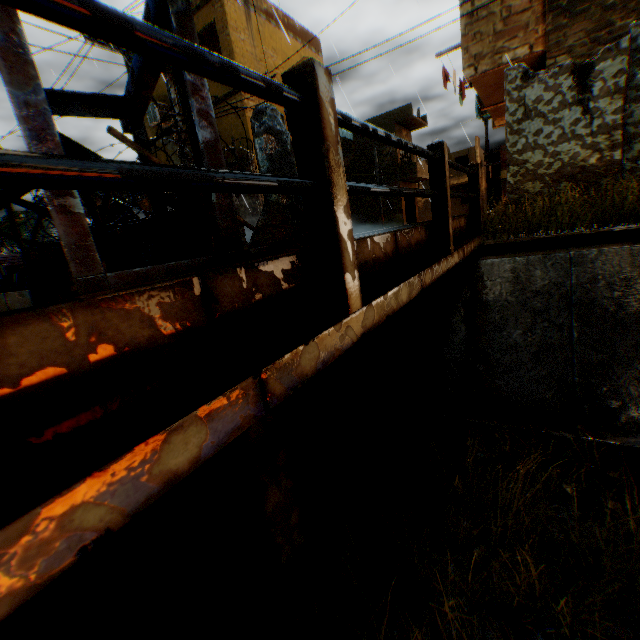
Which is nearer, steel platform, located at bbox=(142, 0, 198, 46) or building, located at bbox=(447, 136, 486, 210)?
steel platform, located at bbox=(142, 0, 198, 46)

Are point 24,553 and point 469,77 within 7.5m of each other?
no

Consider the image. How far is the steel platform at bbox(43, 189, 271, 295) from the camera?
1.5m

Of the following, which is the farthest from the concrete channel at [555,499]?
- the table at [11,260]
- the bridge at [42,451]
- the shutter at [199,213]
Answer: the shutter at [199,213]

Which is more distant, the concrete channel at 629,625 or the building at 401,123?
the building at 401,123

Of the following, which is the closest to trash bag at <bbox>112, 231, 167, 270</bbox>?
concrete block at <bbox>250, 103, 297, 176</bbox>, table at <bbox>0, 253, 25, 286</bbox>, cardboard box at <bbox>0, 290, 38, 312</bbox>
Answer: concrete block at <bbox>250, 103, 297, 176</bbox>

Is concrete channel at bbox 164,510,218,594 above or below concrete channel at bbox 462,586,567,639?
above

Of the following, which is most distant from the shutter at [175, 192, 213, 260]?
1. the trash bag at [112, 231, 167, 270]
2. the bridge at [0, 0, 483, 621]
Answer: the bridge at [0, 0, 483, 621]
